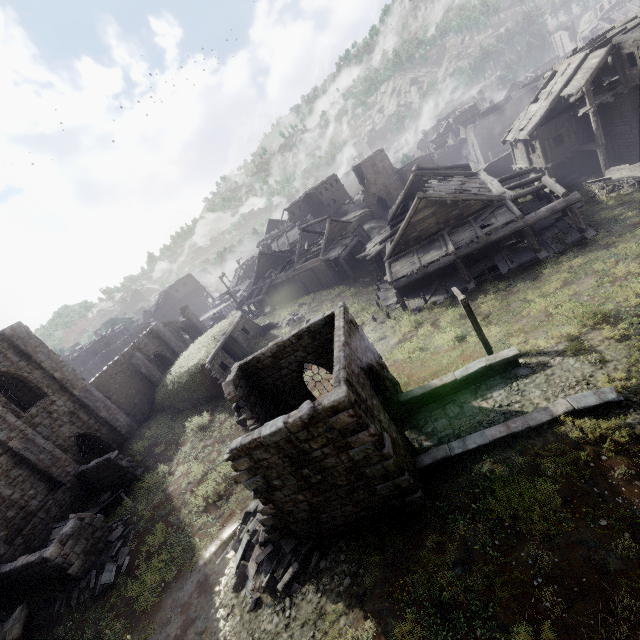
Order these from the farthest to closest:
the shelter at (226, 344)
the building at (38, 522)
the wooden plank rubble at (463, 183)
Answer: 1. the shelter at (226, 344)
2. the wooden plank rubble at (463, 183)
3. the building at (38, 522)

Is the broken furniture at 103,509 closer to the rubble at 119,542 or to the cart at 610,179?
the rubble at 119,542

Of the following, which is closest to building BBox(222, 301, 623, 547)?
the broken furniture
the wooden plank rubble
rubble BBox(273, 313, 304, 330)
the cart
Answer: the wooden plank rubble

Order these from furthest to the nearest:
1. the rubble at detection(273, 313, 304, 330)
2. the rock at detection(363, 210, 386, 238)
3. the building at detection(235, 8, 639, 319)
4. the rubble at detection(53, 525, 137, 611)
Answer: the rock at detection(363, 210, 386, 238) < the rubble at detection(273, 313, 304, 330) < the building at detection(235, 8, 639, 319) < the rubble at detection(53, 525, 137, 611)

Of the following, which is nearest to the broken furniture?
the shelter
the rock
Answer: the shelter

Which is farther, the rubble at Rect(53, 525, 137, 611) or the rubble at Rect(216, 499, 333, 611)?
the rubble at Rect(53, 525, 137, 611)

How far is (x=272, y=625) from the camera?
9.4 meters

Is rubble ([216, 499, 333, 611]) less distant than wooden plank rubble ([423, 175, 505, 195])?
Yes
